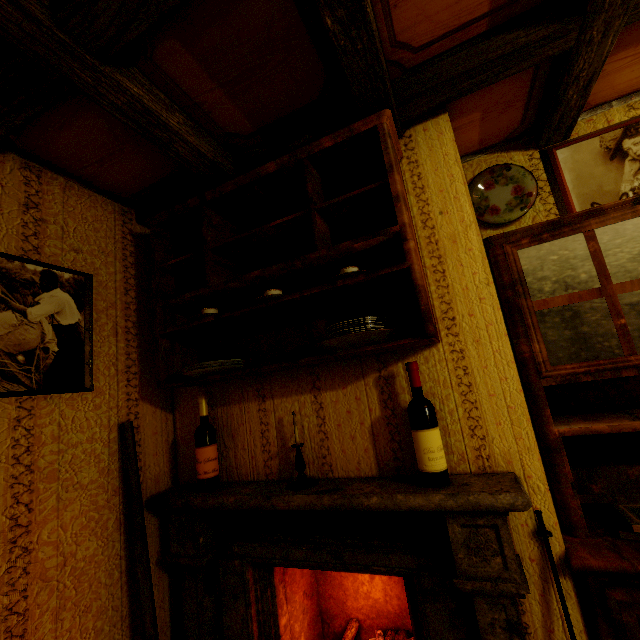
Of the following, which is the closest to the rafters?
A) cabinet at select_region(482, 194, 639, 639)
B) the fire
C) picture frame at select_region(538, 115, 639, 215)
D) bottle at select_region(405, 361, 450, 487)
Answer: picture frame at select_region(538, 115, 639, 215)

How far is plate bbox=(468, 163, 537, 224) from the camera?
1.8m

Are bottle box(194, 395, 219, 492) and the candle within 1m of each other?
yes

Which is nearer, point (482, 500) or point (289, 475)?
point (482, 500)

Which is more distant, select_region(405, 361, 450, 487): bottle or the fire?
the fire

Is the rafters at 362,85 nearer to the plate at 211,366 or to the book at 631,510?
the plate at 211,366

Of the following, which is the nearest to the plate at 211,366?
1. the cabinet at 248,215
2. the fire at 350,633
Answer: the cabinet at 248,215

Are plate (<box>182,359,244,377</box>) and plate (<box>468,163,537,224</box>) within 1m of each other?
→ no
